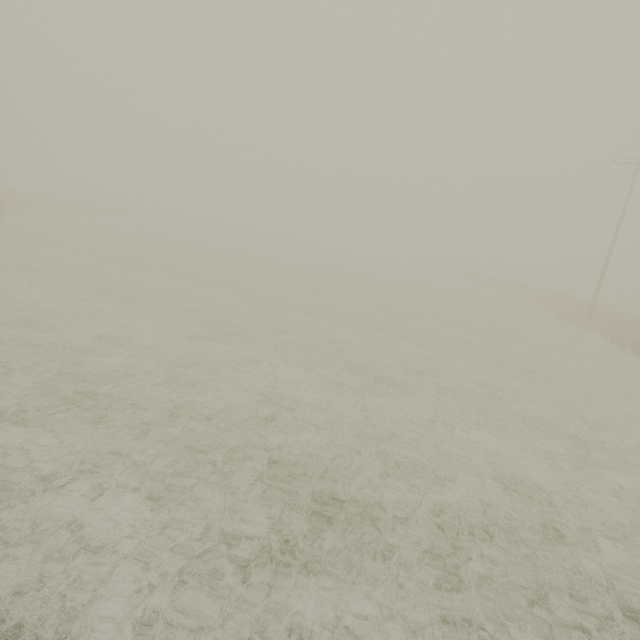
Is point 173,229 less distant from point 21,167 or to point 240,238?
point 240,238
